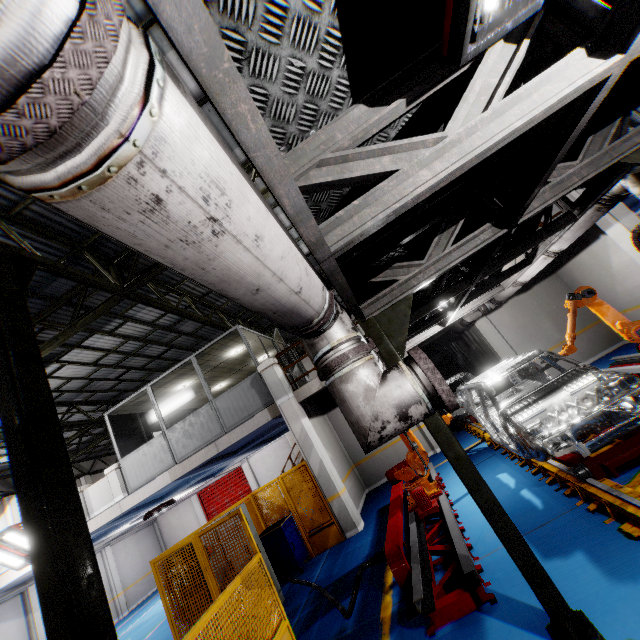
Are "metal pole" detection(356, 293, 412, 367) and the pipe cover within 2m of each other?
yes

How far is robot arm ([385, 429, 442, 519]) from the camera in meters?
6.3 m

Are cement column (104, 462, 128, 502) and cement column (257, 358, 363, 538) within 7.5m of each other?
yes

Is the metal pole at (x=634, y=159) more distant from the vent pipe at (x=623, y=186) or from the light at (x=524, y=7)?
the light at (x=524, y=7)

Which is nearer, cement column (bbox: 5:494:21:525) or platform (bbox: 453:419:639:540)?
platform (bbox: 453:419:639:540)

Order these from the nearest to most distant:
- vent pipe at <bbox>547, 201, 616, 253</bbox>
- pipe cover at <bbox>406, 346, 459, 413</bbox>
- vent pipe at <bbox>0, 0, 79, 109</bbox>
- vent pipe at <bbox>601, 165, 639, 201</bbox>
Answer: vent pipe at <bbox>0, 0, 79, 109</bbox> < pipe cover at <bbox>406, 346, 459, 413</bbox> < vent pipe at <bbox>601, 165, 639, 201</bbox> < vent pipe at <bbox>547, 201, 616, 253</bbox>

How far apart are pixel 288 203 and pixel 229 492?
24.7 meters

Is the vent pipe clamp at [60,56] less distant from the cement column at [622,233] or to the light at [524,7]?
the light at [524,7]
